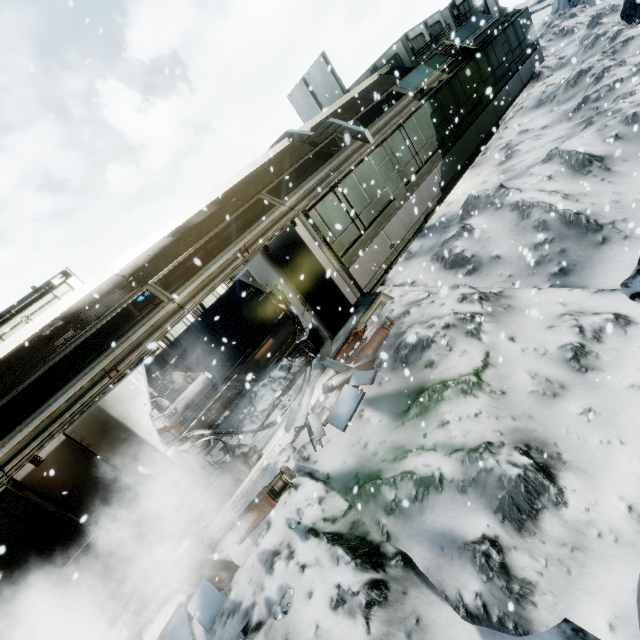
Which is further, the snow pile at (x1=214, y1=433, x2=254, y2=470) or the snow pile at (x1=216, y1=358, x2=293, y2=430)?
the snow pile at (x1=216, y1=358, x2=293, y2=430)

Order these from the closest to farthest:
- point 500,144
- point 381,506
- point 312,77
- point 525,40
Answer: point 381,506 < point 500,144 < point 525,40 < point 312,77

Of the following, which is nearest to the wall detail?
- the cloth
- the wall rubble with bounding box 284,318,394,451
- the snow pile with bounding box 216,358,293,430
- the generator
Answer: the cloth

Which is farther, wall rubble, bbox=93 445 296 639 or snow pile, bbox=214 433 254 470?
snow pile, bbox=214 433 254 470

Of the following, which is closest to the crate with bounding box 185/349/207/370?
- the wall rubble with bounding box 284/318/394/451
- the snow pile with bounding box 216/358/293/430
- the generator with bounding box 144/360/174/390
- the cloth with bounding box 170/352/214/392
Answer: the cloth with bounding box 170/352/214/392

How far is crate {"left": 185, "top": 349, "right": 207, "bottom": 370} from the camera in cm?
1306

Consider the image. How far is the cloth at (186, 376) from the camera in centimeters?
1269cm

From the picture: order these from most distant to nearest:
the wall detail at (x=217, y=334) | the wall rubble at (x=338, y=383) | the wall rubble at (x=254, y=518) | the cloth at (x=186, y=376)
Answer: the wall detail at (x=217, y=334) < the cloth at (x=186, y=376) < the wall rubble at (x=338, y=383) < the wall rubble at (x=254, y=518)
